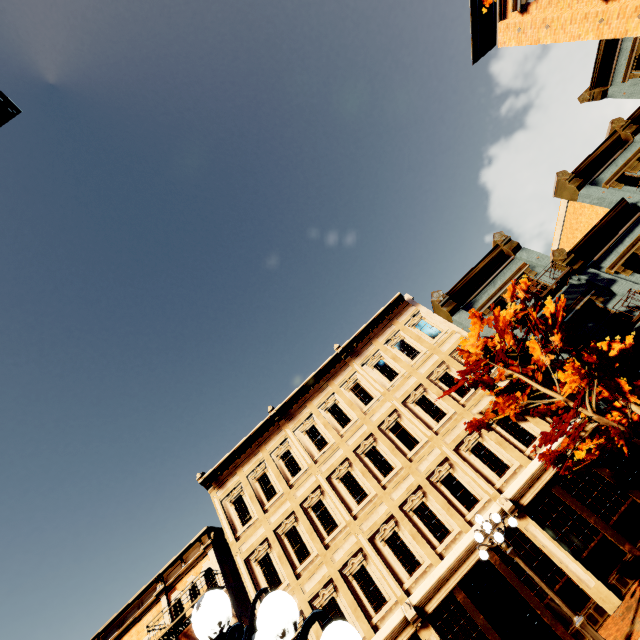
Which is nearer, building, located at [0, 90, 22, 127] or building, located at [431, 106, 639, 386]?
building, located at [0, 90, 22, 127]

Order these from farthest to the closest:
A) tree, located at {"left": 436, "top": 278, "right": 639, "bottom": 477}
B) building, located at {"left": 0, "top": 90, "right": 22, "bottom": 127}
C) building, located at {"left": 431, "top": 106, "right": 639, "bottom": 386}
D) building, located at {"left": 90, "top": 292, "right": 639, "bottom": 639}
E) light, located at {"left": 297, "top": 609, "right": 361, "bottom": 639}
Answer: building, located at {"left": 431, "top": 106, "right": 639, "bottom": 386} → building, located at {"left": 90, "top": 292, "right": 639, "bottom": 639} → tree, located at {"left": 436, "top": 278, "right": 639, "bottom": 477} → building, located at {"left": 0, "top": 90, "right": 22, "bottom": 127} → light, located at {"left": 297, "top": 609, "right": 361, "bottom": 639}

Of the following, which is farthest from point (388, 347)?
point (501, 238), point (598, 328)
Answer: point (598, 328)

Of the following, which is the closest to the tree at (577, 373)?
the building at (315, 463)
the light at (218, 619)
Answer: the building at (315, 463)

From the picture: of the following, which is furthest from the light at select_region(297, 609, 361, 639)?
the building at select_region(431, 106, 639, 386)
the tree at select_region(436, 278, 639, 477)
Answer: the building at select_region(431, 106, 639, 386)

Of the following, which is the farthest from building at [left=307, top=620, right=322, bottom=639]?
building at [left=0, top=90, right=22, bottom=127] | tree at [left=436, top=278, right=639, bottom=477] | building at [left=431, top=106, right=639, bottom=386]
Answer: building at [left=0, top=90, right=22, bottom=127]

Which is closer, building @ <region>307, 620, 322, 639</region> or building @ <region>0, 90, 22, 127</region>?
building @ <region>0, 90, 22, 127</region>

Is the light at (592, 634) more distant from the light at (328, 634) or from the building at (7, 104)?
the building at (7, 104)
